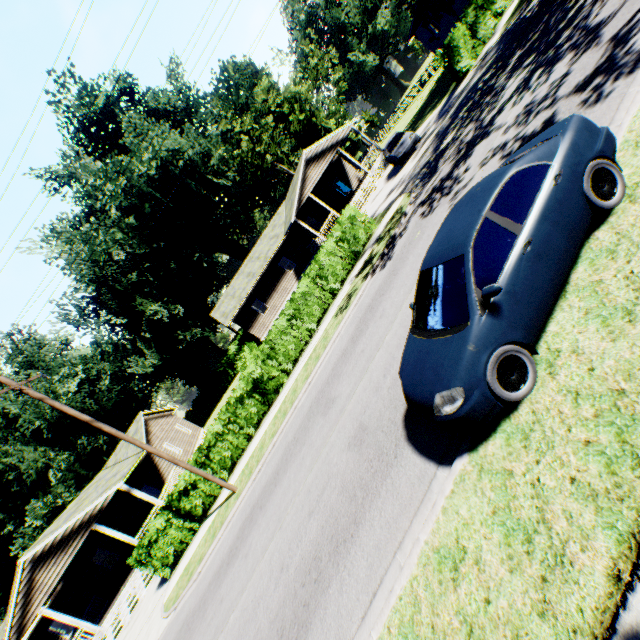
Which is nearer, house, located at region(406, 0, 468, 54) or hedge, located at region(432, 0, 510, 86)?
hedge, located at region(432, 0, 510, 86)

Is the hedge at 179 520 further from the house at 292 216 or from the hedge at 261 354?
the house at 292 216

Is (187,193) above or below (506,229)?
above

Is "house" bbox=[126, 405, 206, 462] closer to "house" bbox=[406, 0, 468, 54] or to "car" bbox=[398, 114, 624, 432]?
"car" bbox=[398, 114, 624, 432]

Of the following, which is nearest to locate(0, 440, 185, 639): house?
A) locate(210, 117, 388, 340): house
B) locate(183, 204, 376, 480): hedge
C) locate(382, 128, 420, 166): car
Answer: locate(183, 204, 376, 480): hedge

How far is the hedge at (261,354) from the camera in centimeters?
1576cm

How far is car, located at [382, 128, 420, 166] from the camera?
20.7 meters

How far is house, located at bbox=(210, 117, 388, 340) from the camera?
27.5m
